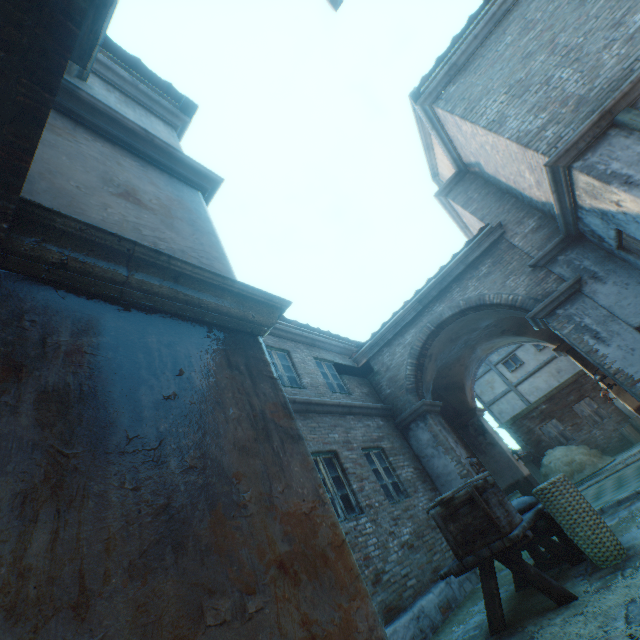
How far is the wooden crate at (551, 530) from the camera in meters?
4.8

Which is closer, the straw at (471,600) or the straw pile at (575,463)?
the straw at (471,600)

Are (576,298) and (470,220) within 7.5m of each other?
yes

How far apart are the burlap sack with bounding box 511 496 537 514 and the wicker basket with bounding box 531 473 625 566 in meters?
0.5

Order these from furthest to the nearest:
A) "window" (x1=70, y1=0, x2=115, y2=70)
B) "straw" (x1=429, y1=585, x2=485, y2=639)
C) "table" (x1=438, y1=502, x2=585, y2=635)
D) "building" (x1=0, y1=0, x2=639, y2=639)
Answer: "straw" (x1=429, y1=585, x2=485, y2=639), "table" (x1=438, y1=502, x2=585, y2=635), "window" (x1=70, y1=0, x2=115, y2=70), "building" (x1=0, y1=0, x2=639, y2=639)

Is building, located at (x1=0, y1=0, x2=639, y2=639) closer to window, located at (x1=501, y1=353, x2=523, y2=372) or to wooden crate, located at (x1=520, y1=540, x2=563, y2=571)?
window, located at (x1=501, y1=353, x2=523, y2=372)

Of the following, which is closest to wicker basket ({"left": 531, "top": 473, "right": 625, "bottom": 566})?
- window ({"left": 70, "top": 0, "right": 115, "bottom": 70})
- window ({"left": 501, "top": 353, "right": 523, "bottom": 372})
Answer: window ({"left": 70, "top": 0, "right": 115, "bottom": 70})

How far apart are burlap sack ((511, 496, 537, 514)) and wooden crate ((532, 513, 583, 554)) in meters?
0.1
